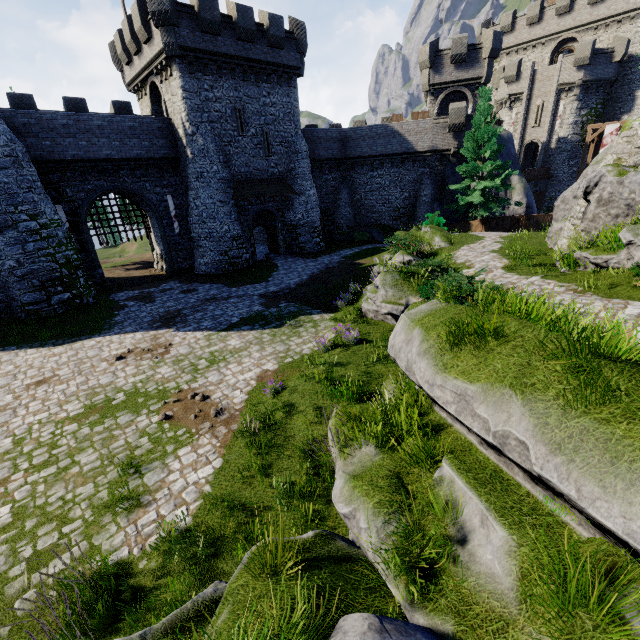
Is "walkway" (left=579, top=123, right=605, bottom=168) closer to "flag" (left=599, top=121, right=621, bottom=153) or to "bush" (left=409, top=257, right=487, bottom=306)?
"flag" (left=599, top=121, right=621, bottom=153)

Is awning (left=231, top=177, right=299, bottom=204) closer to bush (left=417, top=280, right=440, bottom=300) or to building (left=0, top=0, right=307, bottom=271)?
building (left=0, top=0, right=307, bottom=271)

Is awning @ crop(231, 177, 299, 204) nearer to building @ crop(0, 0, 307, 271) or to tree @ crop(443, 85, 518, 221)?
building @ crop(0, 0, 307, 271)

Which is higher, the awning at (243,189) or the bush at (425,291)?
the awning at (243,189)

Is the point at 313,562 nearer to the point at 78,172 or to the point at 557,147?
the point at 78,172

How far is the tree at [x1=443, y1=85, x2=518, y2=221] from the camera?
23.8m

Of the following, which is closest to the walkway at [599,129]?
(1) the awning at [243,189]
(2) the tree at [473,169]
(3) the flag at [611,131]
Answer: (3) the flag at [611,131]

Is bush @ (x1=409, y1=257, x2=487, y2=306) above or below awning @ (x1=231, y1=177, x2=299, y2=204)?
below
